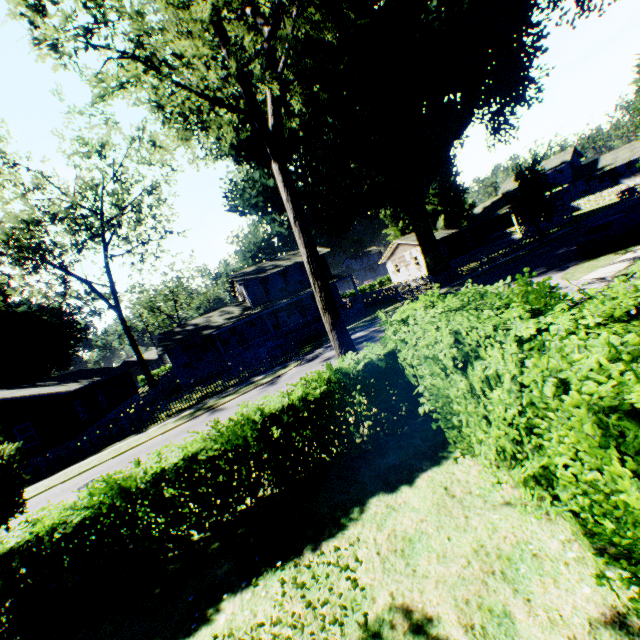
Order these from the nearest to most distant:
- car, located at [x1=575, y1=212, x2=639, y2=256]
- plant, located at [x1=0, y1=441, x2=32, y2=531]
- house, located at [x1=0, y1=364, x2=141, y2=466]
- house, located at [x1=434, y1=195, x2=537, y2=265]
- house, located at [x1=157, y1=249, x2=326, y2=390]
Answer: plant, located at [x1=0, y1=441, x2=32, y2=531], car, located at [x1=575, y1=212, x2=639, y2=256], house, located at [x1=0, y1=364, x2=141, y2=466], house, located at [x1=157, y1=249, x2=326, y2=390], house, located at [x1=434, y1=195, x2=537, y2=265]

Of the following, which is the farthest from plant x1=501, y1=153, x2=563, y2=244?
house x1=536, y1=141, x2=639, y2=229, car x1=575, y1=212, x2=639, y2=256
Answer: car x1=575, y1=212, x2=639, y2=256

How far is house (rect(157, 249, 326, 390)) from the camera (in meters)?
31.73

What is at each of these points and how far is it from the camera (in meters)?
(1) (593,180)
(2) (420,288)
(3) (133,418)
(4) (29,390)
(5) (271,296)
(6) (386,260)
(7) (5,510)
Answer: (1) house, 51.53
(2) fence, 30.95
(3) fence, 21.39
(4) house, 24.64
(5) house, 36.34
(6) house, 50.75
(7) plant, 8.42

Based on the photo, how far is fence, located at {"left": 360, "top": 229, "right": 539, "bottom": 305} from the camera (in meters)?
28.69

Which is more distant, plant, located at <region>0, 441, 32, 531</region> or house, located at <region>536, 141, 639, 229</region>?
house, located at <region>536, 141, 639, 229</region>

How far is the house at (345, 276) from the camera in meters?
33.7 m
